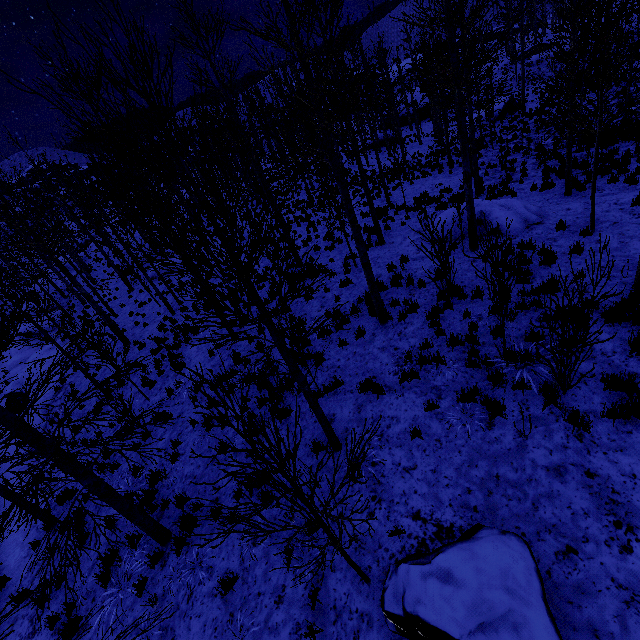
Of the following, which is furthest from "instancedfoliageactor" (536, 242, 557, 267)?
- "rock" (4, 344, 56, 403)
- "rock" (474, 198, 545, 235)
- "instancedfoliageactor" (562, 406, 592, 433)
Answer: "rock" (4, 344, 56, 403)

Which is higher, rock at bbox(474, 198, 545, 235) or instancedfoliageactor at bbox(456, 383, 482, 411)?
instancedfoliageactor at bbox(456, 383, 482, 411)

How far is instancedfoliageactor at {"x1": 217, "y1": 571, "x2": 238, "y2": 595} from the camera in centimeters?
512cm

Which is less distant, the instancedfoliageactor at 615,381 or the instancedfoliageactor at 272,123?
the instancedfoliageactor at 272,123

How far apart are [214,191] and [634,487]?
6.44m

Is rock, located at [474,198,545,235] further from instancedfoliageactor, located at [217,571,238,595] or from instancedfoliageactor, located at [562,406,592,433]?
instancedfoliageactor, located at [562,406,592,433]

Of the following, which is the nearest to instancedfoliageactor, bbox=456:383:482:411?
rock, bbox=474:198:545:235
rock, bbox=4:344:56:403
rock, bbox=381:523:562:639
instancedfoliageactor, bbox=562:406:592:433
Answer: instancedfoliageactor, bbox=562:406:592:433

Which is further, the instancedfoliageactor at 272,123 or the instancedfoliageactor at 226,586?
the instancedfoliageactor at 226,586
